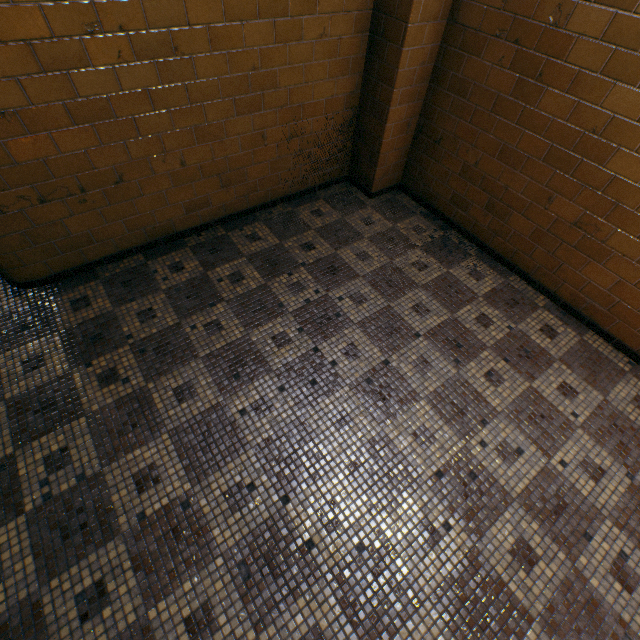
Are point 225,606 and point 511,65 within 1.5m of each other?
no
